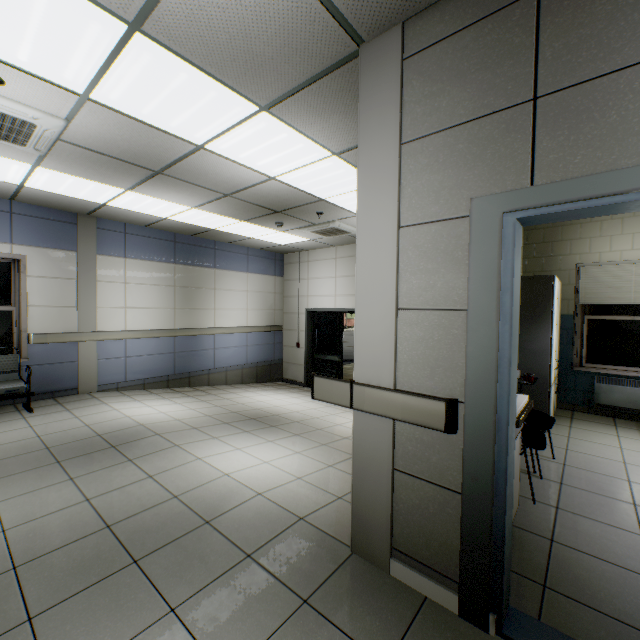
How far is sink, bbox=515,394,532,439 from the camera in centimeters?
200cm

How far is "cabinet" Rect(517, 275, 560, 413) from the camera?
4.2m

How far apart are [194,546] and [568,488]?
3.24m

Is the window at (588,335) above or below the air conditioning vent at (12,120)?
below

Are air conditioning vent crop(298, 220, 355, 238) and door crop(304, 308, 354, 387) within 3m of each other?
yes

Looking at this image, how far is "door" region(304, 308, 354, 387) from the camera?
8.7 meters

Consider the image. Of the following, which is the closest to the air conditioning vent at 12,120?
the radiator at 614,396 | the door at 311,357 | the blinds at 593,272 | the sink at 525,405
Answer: the sink at 525,405

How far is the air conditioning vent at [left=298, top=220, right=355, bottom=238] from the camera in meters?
6.1
